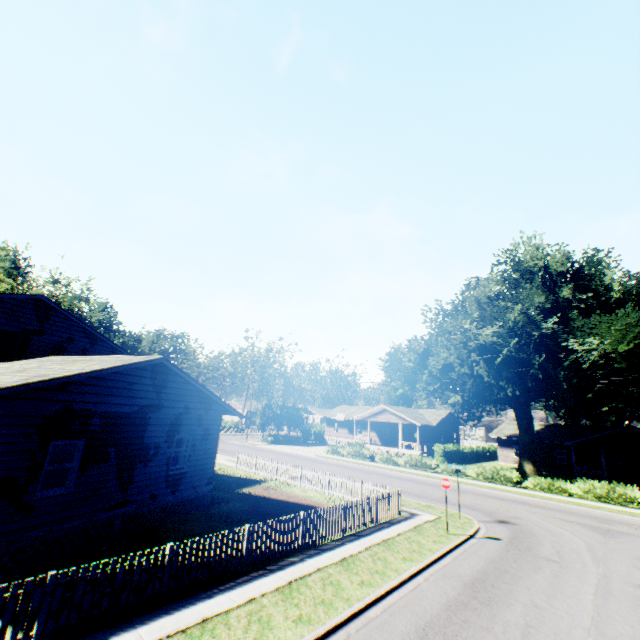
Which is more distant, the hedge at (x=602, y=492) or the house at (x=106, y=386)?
the hedge at (x=602, y=492)

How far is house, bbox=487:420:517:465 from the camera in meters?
43.4 m

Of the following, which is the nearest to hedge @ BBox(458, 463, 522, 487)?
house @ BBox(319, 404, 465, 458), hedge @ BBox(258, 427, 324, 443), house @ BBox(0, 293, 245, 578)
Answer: hedge @ BBox(258, 427, 324, 443)

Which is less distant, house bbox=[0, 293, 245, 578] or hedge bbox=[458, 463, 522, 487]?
house bbox=[0, 293, 245, 578]

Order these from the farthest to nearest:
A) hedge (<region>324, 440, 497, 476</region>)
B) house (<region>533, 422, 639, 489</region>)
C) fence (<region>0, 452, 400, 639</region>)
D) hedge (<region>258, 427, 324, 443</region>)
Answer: hedge (<region>258, 427, 324, 443</region>), house (<region>533, 422, 639, 489</region>), hedge (<region>324, 440, 497, 476</region>), fence (<region>0, 452, 400, 639</region>)

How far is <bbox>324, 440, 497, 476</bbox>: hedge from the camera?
31.8 meters

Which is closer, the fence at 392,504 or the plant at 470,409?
the fence at 392,504

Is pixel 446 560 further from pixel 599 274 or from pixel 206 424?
pixel 599 274
